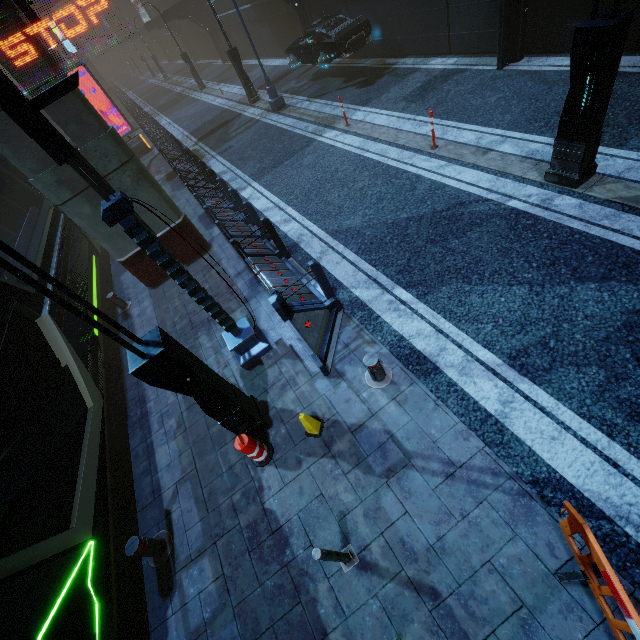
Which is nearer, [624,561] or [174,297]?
[624,561]

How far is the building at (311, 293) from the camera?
6.3 meters

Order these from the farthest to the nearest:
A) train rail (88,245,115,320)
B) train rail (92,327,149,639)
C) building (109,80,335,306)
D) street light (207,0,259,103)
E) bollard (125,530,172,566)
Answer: street light (207,0,259,103) < train rail (88,245,115,320) < building (109,80,335,306) < train rail (92,327,149,639) < bollard (125,530,172,566)

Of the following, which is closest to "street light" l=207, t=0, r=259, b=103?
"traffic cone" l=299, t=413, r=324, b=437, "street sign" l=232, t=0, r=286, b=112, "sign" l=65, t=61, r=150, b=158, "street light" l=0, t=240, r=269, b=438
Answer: "street sign" l=232, t=0, r=286, b=112

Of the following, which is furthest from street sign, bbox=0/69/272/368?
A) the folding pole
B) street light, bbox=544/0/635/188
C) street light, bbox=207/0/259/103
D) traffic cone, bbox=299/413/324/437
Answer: street light, bbox=207/0/259/103

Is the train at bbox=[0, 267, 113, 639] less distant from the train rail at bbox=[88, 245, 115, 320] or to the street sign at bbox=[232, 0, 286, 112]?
the train rail at bbox=[88, 245, 115, 320]

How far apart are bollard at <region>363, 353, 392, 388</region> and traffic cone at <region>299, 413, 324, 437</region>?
1.0m

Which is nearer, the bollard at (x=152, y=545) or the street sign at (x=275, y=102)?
the bollard at (x=152, y=545)
